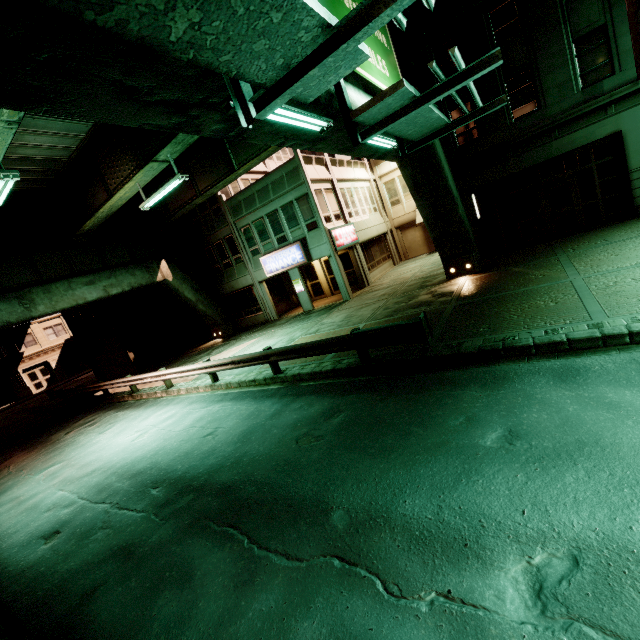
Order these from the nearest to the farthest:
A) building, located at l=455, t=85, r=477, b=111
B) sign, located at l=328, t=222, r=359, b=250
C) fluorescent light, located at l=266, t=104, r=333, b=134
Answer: fluorescent light, located at l=266, t=104, r=333, b=134
building, located at l=455, t=85, r=477, b=111
sign, located at l=328, t=222, r=359, b=250

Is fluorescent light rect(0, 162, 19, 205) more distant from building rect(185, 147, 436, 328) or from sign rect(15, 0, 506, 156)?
building rect(185, 147, 436, 328)

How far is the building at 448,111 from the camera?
14.8m

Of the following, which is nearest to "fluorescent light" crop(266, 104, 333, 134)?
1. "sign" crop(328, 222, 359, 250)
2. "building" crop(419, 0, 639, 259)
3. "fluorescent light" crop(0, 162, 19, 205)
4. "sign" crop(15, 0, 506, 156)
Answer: "sign" crop(15, 0, 506, 156)

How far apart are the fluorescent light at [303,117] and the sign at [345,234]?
13.6 meters

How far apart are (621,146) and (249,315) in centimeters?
2277cm

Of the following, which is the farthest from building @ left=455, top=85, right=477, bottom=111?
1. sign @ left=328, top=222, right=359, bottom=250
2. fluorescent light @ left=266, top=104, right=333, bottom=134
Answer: fluorescent light @ left=266, top=104, right=333, bottom=134

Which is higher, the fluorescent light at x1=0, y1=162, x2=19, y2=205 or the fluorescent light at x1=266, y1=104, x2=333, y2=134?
the fluorescent light at x1=0, y1=162, x2=19, y2=205
